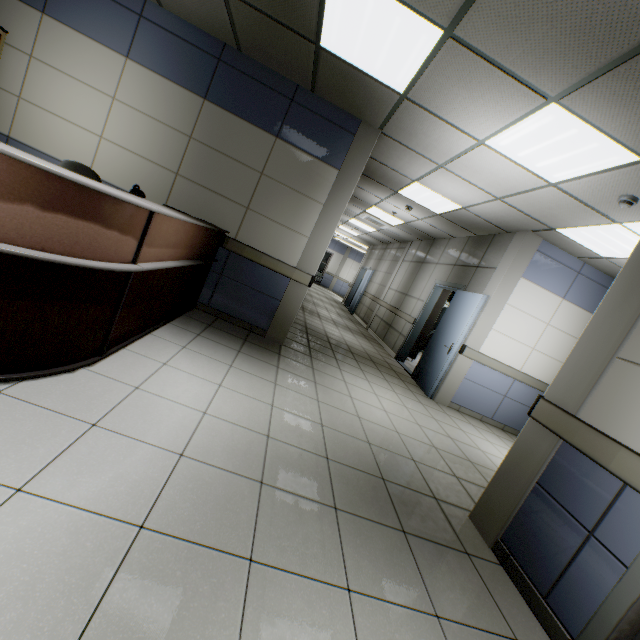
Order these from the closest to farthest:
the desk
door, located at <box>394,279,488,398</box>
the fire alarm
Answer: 1. the desk
2. the fire alarm
3. door, located at <box>394,279,488,398</box>

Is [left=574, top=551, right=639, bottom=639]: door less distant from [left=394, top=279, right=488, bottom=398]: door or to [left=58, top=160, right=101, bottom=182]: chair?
[left=394, top=279, right=488, bottom=398]: door

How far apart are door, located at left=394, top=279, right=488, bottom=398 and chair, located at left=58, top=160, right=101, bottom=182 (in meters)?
5.26

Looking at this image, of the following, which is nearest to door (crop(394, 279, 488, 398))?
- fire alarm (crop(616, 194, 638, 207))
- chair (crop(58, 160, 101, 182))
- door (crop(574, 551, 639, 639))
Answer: fire alarm (crop(616, 194, 638, 207))

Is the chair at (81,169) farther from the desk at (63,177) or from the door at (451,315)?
the door at (451,315)

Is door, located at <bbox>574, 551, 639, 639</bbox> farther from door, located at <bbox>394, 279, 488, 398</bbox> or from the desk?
door, located at <bbox>394, 279, 488, 398</bbox>

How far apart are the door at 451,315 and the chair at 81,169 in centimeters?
526cm

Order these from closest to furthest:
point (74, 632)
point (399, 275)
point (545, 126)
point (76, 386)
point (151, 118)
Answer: point (74, 632) → point (76, 386) → point (545, 126) → point (151, 118) → point (399, 275)
